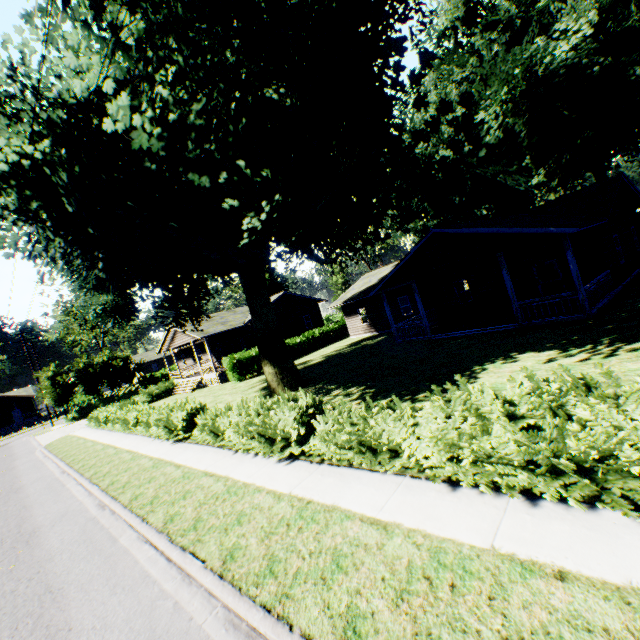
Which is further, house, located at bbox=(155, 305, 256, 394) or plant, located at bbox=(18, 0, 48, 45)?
house, located at bbox=(155, 305, 256, 394)

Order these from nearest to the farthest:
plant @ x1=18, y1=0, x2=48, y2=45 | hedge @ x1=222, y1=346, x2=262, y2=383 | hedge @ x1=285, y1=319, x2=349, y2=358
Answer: plant @ x1=18, y1=0, x2=48, y2=45 < hedge @ x1=222, y1=346, x2=262, y2=383 < hedge @ x1=285, y1=319, x2=349, y2=358

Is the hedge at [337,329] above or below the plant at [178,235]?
below

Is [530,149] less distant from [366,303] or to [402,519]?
[366,303]

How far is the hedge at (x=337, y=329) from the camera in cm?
3019

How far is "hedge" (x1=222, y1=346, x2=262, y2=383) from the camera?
25.9m

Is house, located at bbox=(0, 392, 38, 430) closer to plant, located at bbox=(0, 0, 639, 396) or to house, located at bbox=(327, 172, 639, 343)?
plant, located at bbox=(0, 0, 639, 396)

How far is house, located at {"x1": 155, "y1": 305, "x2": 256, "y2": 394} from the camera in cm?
2884
